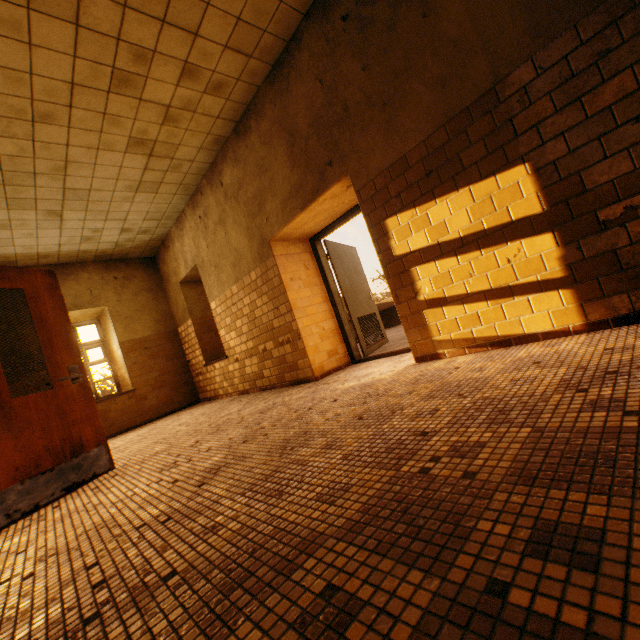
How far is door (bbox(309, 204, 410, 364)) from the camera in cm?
504

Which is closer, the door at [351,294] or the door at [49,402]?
the door at [49,402]

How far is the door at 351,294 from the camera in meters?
5.0

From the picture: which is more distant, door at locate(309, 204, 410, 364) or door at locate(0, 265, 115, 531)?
door at locate(309, 204, 410, 364)

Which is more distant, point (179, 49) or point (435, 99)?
point (179, 49)
